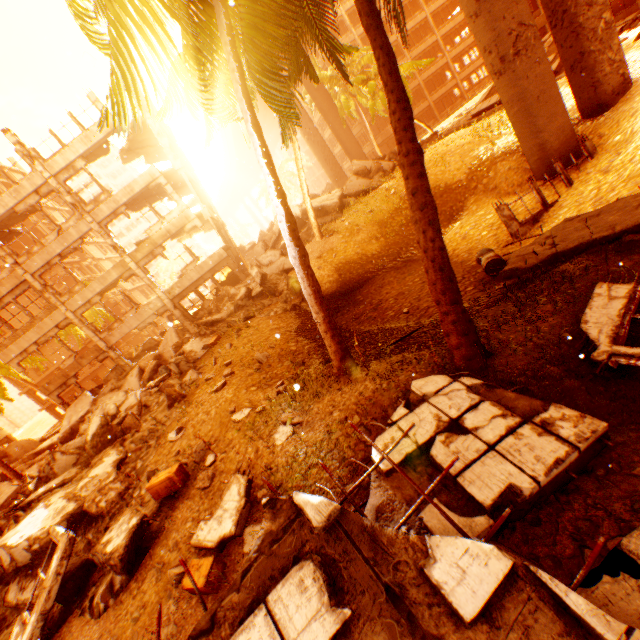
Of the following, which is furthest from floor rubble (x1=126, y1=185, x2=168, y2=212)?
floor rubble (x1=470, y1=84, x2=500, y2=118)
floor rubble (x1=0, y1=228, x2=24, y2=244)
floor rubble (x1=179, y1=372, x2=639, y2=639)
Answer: floor rubble (x1=179, y1=372, x2=639, y2=639)

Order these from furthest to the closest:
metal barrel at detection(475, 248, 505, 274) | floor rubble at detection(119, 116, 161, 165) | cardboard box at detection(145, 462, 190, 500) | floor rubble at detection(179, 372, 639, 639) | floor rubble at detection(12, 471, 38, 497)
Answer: floor rubble at detection(119, 116, 161, 165)
floor rubble at detection(12, 471, 38, 497)
metal barrel at detection(475, 248, 505, 274)
cardboard box at detection(145, 462, 190, 500)
floor rubble at detection(179, 372, 639, 639)

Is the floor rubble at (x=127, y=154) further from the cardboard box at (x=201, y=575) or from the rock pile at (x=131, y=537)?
the cardboard box at (x=201, y=575)

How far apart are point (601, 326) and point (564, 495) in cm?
252

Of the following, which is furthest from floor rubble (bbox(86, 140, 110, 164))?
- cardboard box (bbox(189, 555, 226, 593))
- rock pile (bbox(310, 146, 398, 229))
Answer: cardboard box (bbox(189, 555, 226, 593))

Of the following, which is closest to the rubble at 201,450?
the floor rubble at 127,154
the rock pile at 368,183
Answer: the rock pile at 368,183

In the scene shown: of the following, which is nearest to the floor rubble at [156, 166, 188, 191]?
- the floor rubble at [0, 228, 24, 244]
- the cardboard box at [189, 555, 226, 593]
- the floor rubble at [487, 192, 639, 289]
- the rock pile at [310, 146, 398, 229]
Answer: the floor rubble at [0, 228, 24, 244]

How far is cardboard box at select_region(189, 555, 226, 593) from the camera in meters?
4.3
